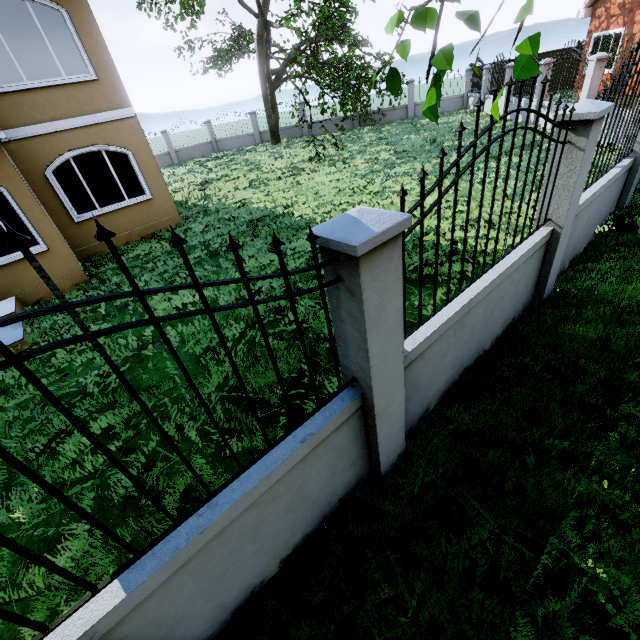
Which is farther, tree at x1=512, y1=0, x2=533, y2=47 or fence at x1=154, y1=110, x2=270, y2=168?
fence at x1=154, y1=110, x2=270, y2=168

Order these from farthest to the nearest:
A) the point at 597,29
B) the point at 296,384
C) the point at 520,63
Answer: the point at 597,29 → the point at 296,384 → the point at 520,63

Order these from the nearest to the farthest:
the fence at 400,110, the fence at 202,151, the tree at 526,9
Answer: the tree at 526,9
the fence at 400,110
the fence at 202,151

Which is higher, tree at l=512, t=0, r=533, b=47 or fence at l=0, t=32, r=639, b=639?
tree at l=512, t=0, r=533, b=47

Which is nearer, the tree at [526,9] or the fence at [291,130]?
the tree at [526,9]

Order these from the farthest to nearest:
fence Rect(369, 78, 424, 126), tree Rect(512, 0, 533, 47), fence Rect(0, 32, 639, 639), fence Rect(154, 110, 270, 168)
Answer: fence Rect(154, 110, 270, 168), fence Rect(369, 78, 424, 126), fence Rect(0, 32, 639, 639), tree Rect(512, 0, 533, 47)

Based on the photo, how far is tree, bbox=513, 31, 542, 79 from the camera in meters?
1.0
